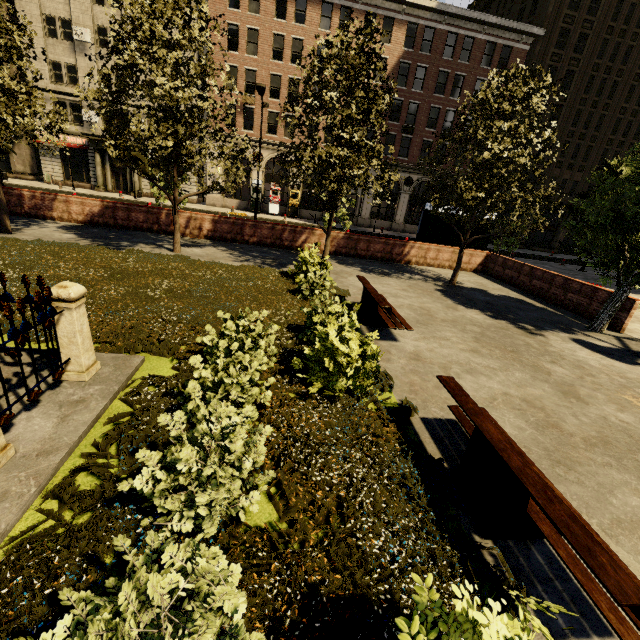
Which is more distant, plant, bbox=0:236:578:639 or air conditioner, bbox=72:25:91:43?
air conditioner, bbox=72:25:91:43

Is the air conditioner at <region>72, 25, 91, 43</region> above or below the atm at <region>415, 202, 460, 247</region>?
above

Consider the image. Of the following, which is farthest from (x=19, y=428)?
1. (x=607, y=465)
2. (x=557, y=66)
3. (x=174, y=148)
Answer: (x=557, y=66)

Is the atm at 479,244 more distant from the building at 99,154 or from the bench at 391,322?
the building at 99,154

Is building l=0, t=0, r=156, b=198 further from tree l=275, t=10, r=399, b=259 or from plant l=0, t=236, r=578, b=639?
plant l=0, t=236, r=578, b=639

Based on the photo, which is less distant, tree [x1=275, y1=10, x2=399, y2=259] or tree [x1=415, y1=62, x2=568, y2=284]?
tree [x1=275, y1=10, x2=399, y2=259]

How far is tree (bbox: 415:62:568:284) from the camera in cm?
1095

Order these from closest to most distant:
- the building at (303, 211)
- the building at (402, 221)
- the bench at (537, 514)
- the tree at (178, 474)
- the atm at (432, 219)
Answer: the tree at (178, 474), the bench at (537, 514), the atm at (432, 219), the building at (402, 221), the building at (303, 211)
